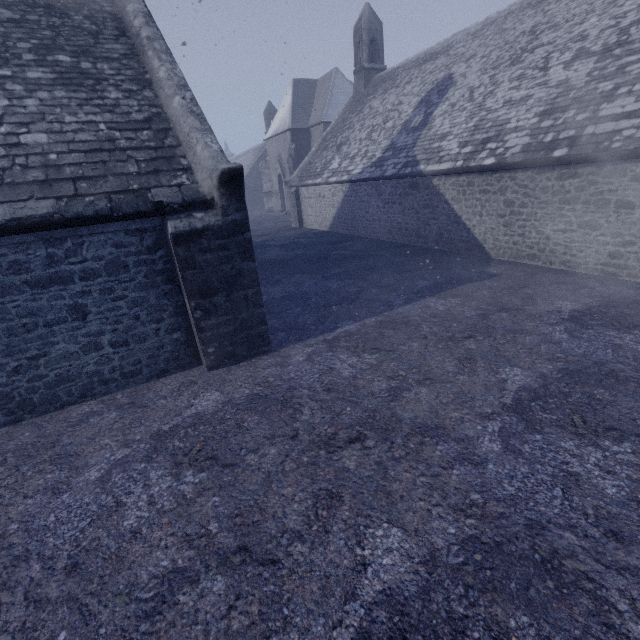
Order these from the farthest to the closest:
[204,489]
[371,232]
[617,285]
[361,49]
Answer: [361,49]
[371,232]
[617,285]
[204,489]
